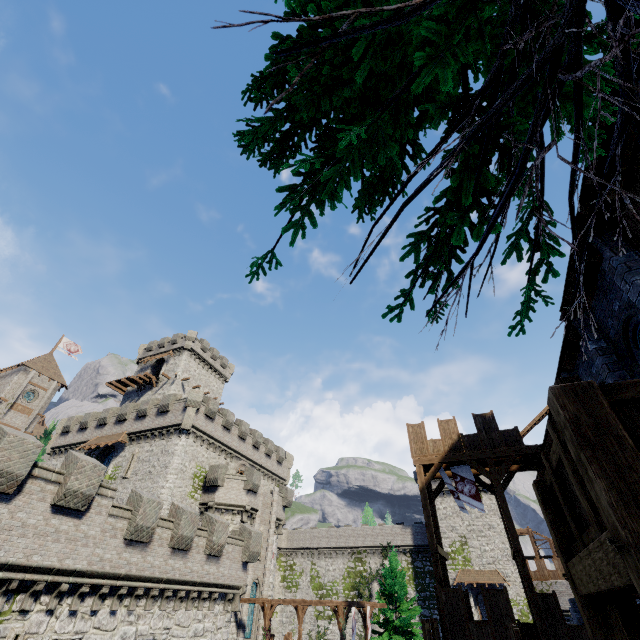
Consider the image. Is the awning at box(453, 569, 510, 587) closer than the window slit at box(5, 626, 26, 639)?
No

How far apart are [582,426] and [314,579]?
60.5m

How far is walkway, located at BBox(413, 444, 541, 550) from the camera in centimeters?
1633cm

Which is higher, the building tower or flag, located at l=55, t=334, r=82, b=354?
flag, located at l=55, t=334, r=82, b=354

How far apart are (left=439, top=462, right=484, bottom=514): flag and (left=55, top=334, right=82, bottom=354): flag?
62.8m

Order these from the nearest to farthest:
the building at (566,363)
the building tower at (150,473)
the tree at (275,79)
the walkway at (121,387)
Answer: the tree at (275,79) < the building at (566,363) < the building tower at (150,473) < the walkway at (121,387)

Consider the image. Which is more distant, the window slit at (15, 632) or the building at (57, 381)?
the building at (57, 381)

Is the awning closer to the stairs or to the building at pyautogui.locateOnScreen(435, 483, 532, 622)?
the building at pyautogui.locateOnScreen(435, 483, 532, 622)
